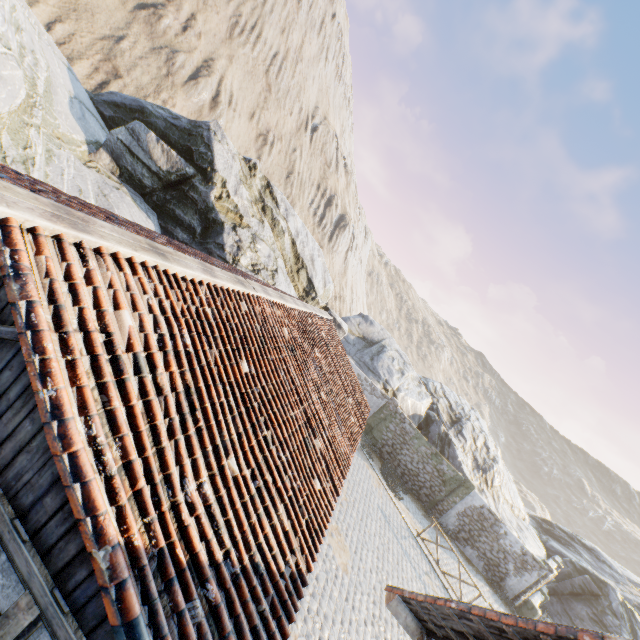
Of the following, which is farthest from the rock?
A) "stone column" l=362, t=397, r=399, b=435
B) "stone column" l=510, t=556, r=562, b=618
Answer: "stone column" l=510, t=556, r=562, b=618

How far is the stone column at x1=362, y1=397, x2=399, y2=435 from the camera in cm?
2038

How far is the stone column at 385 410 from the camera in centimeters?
2038cm

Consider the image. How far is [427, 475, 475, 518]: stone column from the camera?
19.03m

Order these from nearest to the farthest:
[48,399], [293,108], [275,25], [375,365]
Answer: [48,399] → [375,365] → [275,25] → [293,108]

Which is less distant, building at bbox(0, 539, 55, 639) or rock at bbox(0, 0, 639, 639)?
building at bbox(0, 539, 55, 639)

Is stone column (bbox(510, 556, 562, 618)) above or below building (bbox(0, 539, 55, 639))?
below

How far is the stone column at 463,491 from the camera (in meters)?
19.03
